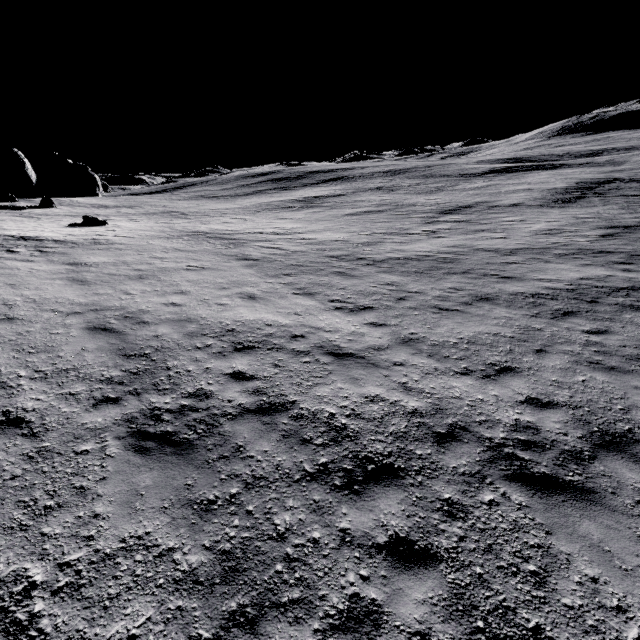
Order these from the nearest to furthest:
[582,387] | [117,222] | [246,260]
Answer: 1. [582,387]
2. [246,260]
3. [117,222]
